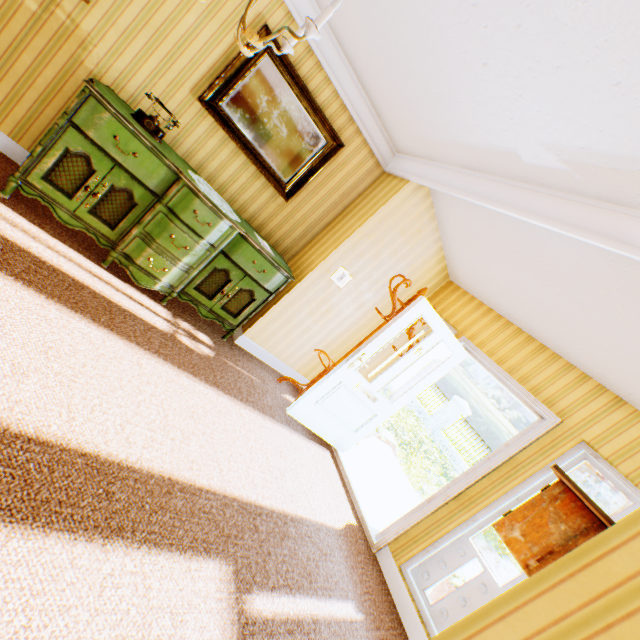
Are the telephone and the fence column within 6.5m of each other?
no

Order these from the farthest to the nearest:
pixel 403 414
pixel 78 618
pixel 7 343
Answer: pixel 403 414
pixel 7 343
pixel 78 618

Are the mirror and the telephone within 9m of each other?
yes

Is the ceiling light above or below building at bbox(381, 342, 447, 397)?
above

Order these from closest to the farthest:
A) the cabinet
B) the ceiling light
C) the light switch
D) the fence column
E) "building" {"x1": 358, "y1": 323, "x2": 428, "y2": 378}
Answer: the ceiling light < the cabinet < the light switch < "building" {"x1": 358, "y1": 323, "x2": 428, "y2": 378} < the fence column

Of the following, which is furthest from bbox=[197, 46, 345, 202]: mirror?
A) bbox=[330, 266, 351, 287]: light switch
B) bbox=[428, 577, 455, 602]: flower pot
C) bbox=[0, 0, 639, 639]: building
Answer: bbox=[428, 577, 455, 602]: flower pot

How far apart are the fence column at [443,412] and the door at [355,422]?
13.5 meters

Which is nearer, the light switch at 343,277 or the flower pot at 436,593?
the flower pot at 436,593
